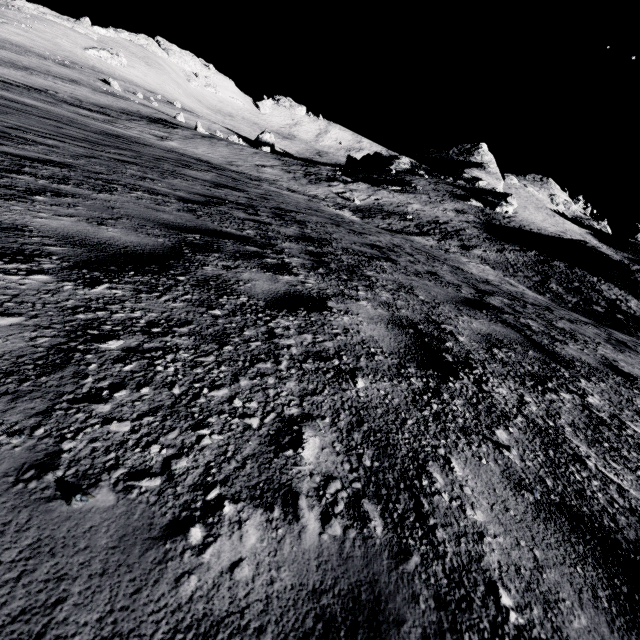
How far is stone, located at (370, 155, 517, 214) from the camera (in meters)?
43.62

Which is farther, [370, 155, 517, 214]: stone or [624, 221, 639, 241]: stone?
[624, 221, 639, 241]: stone

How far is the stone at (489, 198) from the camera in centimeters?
4362cm

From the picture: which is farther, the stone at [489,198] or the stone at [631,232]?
the stone at [631,232]

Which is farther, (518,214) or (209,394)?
(518,214)
